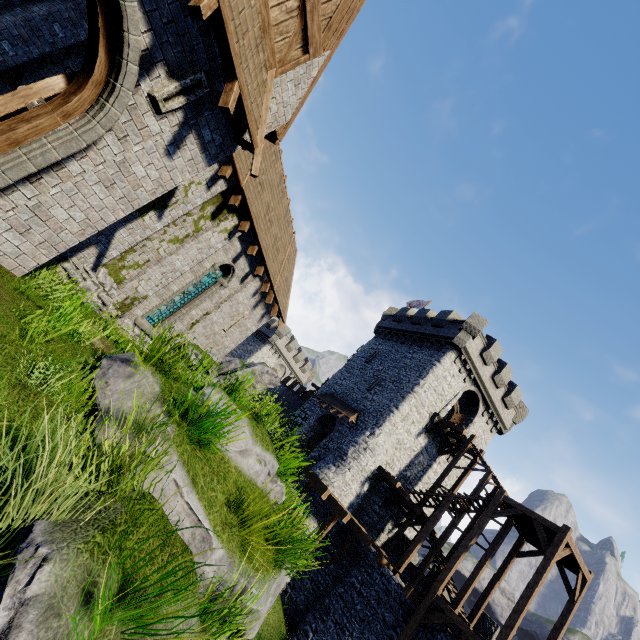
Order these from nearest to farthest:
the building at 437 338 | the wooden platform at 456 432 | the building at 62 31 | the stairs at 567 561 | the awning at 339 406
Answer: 1. the building at 62 31
2. the stairs at 567 561
3. the wooden platform at 456 432
4. the building at 437 338
5. the awning at 339 406

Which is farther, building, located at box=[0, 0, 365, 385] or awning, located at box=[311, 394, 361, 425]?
awning, located at box=[311, 394, 361, 425]

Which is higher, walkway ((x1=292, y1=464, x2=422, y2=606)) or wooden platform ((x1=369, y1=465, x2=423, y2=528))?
wooden platform ((x1=369, y1=465, x2=423, y2=528))

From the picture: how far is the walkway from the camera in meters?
15.5

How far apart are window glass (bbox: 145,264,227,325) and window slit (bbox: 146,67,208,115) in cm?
774

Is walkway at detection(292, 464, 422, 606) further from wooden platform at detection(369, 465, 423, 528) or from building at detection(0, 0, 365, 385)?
building at detection(0, 0, 365, 385)

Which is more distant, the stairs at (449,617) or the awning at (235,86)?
the stairs at (449,617)

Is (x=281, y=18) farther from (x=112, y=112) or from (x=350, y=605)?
(x=350, y=605)
